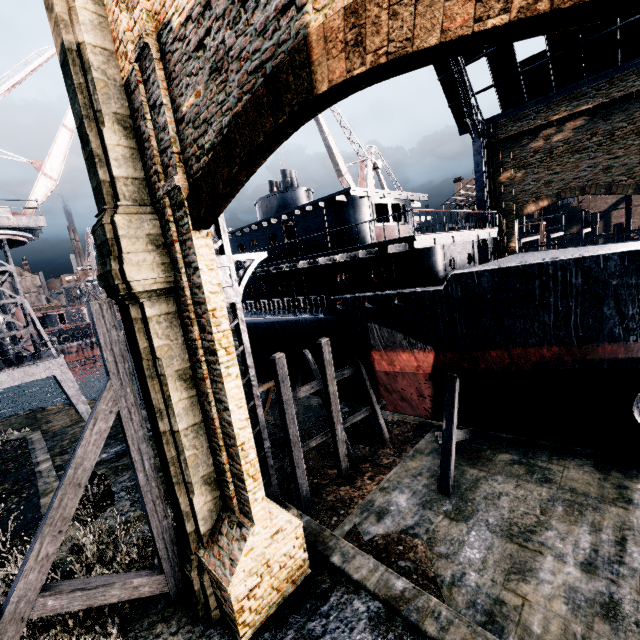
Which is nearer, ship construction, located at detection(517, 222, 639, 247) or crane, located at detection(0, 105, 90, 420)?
crane, located at detection(0, 105, 90, 420)

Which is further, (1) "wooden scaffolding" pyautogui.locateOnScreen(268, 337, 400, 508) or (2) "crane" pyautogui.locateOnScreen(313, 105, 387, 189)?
(2) "crane" pyautogui.locateOnScreen(313, 105, 387, 189)

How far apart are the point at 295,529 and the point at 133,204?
9.9 meters

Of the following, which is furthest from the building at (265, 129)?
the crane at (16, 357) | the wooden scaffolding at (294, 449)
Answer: the crane at (16, 357)

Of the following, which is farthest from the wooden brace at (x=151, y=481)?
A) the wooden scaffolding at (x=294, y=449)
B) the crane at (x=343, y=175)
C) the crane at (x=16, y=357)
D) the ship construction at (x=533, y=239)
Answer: the ship construction at (x=533, y=239)

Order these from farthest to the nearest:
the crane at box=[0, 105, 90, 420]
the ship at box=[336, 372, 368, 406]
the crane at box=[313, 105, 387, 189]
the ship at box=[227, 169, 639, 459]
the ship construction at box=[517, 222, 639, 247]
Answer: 1. the crane at box=[313, 105, 387, 189]
2. the ship construction at box=[517, 222, 639, 247]
3. the crane at box=[0, 105, 90, 420]
4. the ship at box=[336, 372, 368, 406]
5. the ship at box=[227, 169, 639, 459]

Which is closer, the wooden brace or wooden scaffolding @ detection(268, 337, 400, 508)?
the wooden brace

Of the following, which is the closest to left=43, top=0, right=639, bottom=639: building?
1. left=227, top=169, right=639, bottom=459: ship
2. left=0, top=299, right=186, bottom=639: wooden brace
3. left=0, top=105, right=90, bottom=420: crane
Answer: left=0, top=299, right=186, bottom=639: wooden brace
